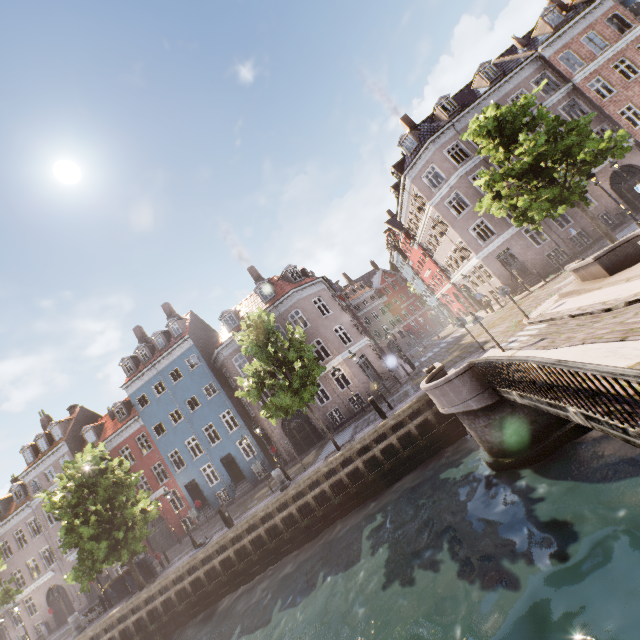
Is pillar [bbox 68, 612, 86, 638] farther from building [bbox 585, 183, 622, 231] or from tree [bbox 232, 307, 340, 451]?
building [bbox 585, 183, 622, 231]

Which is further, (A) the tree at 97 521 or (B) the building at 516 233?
(B) the building at 516 233

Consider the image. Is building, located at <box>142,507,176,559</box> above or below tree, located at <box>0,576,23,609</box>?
below

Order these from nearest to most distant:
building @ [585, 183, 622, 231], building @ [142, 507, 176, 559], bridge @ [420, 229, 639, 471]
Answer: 1. bridge @ [420, 229, 639, 471]
2. building @ [585, 183, 622, 231]
3. building @ [142, 507, 176, 559]

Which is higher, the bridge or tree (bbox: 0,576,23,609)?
tree (bbox: 0,576,23,609)

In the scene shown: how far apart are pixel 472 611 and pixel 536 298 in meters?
17.6 m

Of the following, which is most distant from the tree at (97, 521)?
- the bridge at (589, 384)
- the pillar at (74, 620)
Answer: the pillar at (74, 620)

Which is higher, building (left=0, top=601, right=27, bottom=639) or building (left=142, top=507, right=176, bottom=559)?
building (left=0, top=601, right=27, bottom=639)
